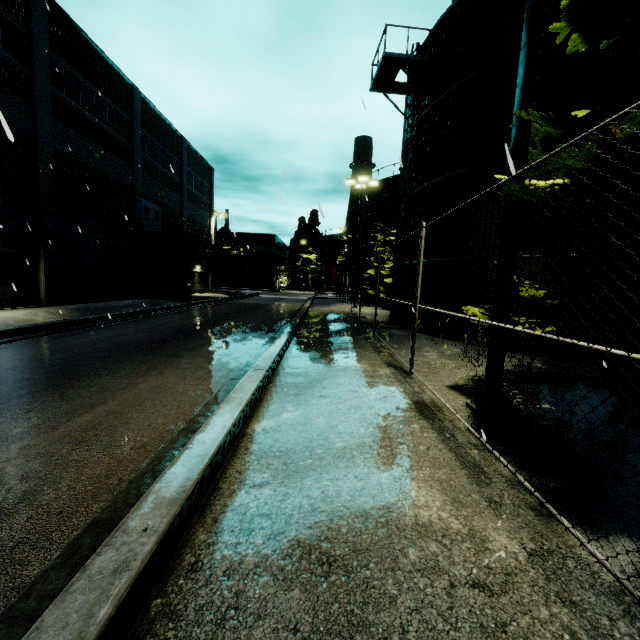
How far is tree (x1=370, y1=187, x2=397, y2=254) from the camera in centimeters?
2777cm

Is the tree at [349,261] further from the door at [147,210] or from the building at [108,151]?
the door at [147,210]

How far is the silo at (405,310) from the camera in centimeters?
1417cm

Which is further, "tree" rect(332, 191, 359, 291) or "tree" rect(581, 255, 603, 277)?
"tree" rect(332, 191, 359, 291)

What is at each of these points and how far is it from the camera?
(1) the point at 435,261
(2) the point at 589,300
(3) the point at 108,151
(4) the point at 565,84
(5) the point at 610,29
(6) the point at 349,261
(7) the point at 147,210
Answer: (1) silo, 12.48m
(2) tree, 4.46m
(3) building, 20.56m
(4) silo, 8.80m
(5) tree, 3.75m
(6) tree, 45.25m
(7) door, 25.36m

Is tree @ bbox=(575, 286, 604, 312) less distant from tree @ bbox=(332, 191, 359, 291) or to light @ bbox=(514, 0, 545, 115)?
light @ bbox=(514, 0, 545, 115)

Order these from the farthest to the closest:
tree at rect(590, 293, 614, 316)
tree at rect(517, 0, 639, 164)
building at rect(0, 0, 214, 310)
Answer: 1. building at rect(0, 0, 214, 310)
2. tree at rect(590, 293, 614, 316)
3. tree at rect(517, 0, 639, 164)

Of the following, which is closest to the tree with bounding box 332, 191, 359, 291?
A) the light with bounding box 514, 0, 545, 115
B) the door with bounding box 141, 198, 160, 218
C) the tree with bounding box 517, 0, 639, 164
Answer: the door with bounding box 141, 198, 160, 218
